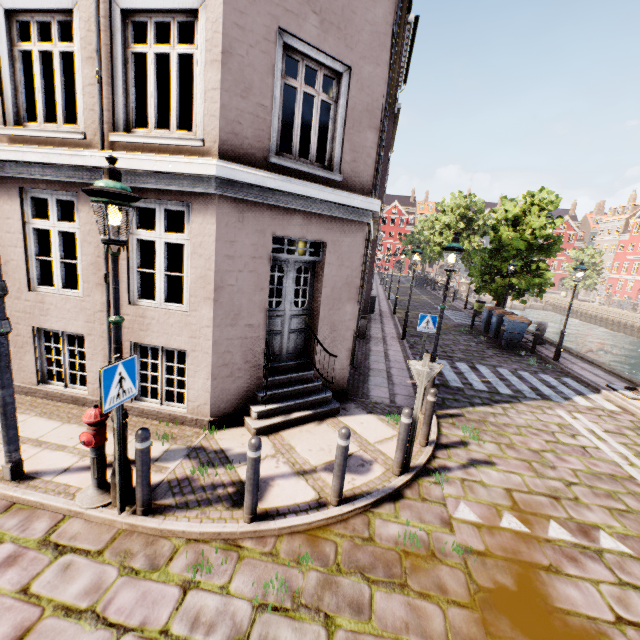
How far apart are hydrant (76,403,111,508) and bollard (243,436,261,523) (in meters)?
1.62

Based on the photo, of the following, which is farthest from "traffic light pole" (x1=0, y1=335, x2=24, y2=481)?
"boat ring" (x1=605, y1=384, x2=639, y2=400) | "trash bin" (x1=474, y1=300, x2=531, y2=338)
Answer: "trash bin" (x1=474, y1=300, x2=531, y2=338)

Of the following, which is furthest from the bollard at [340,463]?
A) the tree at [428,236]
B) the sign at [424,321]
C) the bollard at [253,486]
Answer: the tree at [428,236]

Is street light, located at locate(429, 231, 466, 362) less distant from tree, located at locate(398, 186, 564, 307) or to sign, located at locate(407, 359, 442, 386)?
tree, located at locate(398, 186, 564, 307)

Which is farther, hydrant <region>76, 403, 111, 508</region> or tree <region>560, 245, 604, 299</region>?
tree <region>560, 245, 604, 299</region>

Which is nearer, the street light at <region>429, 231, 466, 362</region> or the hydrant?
the hydrant

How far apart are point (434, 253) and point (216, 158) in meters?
33.9

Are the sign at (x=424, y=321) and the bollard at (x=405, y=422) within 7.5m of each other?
yes
